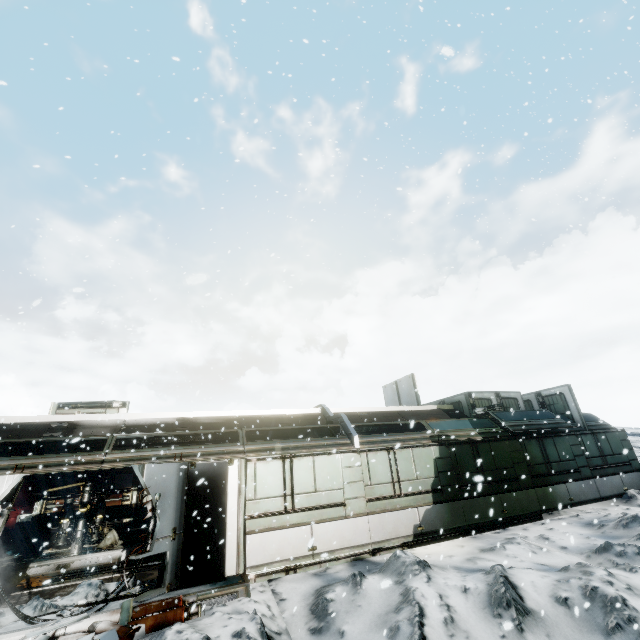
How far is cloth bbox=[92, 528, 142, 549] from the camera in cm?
1254

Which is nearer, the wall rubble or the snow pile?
the wall rubble

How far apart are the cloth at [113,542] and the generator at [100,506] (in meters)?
0.37

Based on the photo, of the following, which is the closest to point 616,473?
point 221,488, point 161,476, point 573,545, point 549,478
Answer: point 549,478

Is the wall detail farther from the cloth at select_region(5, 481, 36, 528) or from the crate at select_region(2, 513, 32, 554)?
the cloth at select_region(5, 481, 36, 528)

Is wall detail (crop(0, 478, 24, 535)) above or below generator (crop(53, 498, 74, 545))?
above

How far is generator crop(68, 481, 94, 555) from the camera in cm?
1209

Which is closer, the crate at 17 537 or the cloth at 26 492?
the crate at 17 537
